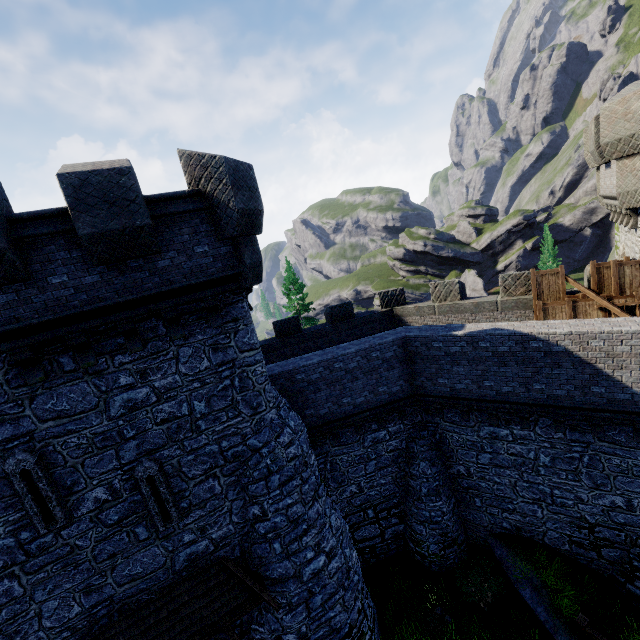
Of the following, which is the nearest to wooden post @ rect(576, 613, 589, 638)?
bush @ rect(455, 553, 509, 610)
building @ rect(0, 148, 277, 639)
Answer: bush @ rect(455, 553, 509, 610)

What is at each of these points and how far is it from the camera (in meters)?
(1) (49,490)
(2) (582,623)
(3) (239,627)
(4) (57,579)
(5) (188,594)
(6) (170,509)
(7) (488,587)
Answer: (1) window slit, 7.43
(2) wooden post, 10.59
(3) building, 10.12
(4) building, 7.79
(5) awning, 8.89
(6) window slit, 8.67
(7) bush, 12.47

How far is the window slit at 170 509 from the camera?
8.3m

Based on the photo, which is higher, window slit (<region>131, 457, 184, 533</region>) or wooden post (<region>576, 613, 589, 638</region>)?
window slit (<region>131, 457, 184, 533</region>)

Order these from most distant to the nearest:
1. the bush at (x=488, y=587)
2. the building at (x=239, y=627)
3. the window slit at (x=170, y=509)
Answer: the bush at (x=488, y=587)
the building at (x=239, y=627)
the window slit at (x=170, y=509)

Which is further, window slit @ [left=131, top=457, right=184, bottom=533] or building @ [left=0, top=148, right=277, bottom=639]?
window slit @ [left=131, top=457, right=184, bottom=533]

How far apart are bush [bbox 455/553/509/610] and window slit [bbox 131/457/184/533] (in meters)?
11.07

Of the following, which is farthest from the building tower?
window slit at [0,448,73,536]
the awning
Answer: window slit at [0,448,73,536]
